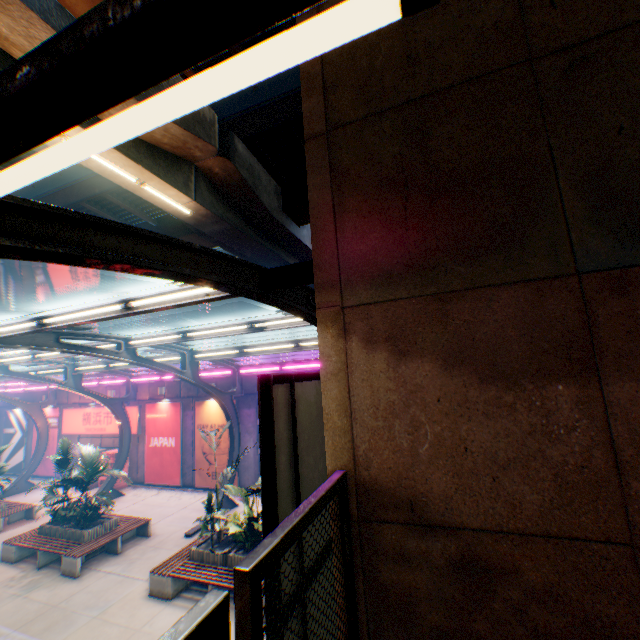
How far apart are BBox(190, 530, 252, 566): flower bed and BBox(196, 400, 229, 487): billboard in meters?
5.7 m

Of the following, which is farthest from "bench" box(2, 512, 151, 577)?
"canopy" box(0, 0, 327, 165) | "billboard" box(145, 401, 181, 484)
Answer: "billboard" box(145, 401, 181, 484)

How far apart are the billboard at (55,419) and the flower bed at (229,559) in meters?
17.4 m

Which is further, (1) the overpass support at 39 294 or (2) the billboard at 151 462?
(1) the overpass support at 39 294

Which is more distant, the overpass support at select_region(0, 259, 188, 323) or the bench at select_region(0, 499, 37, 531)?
the overpass support at select_region(0, 259, 188, 323)

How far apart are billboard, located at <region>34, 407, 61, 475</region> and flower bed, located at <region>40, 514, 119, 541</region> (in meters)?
12.23

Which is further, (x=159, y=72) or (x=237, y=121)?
(x=237, y=121)

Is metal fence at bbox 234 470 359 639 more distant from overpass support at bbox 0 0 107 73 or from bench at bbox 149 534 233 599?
bench at bbox 149 534 233 599
